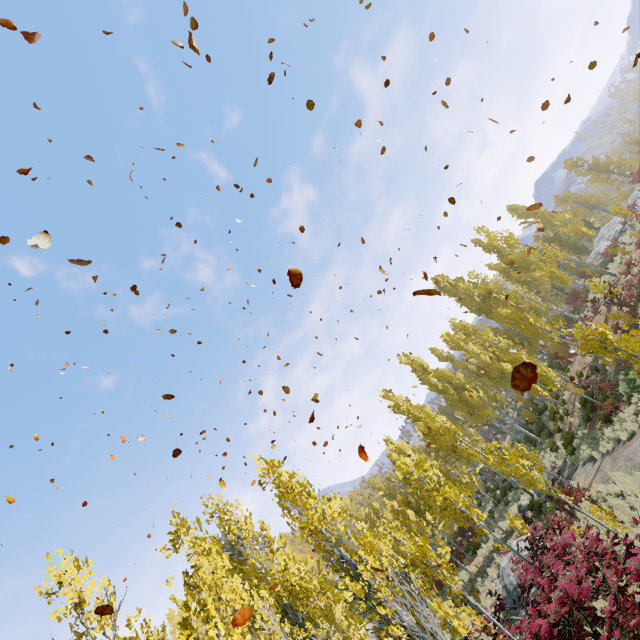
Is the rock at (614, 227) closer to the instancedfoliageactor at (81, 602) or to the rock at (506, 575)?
the instancedfoliageactor at (81, 602)

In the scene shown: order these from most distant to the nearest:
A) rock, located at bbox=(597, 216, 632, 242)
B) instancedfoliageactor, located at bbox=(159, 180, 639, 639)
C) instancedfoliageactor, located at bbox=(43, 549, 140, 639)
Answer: rock, located at bbox=(597, 216, 632, 242) < instancedfoliageactor, located at bbox=(159, 180, 639, 639) < instancedfoliageactor, located at bbox=(43, 549, 140, 639)

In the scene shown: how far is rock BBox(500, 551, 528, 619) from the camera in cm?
1420

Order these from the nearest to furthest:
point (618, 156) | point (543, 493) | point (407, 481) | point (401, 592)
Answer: point (401, 592) → point (543, 493) → point (407, 481) → point (618, 156)

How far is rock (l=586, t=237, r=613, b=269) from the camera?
26.7 meters

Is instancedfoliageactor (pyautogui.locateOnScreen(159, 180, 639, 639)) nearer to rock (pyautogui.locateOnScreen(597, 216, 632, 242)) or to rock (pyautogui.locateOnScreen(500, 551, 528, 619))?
rock (pyautogui.locateOnScreen(597, 216, 632, 242))
